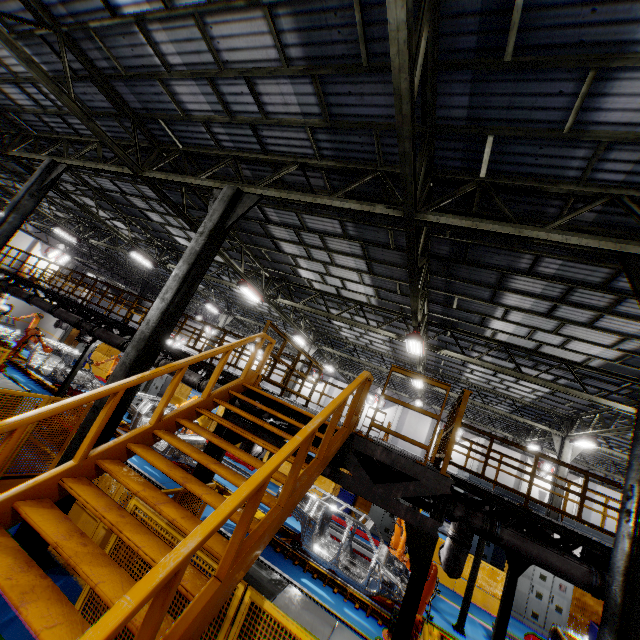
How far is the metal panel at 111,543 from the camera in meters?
4.1 m

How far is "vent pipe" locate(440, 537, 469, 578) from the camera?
6.95m

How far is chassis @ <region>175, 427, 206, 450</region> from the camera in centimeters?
1223cm

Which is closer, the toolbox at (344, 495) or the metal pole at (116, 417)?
the metal pole at (116, 417)

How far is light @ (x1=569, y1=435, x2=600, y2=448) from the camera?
13.8m

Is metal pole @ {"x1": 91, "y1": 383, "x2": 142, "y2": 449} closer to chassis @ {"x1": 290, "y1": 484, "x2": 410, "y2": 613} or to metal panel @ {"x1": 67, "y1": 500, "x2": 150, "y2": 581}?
metal panel @ {"x1": 67, "y1": 500, "x2": 150, "y2": 581}

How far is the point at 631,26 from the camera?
3.35m

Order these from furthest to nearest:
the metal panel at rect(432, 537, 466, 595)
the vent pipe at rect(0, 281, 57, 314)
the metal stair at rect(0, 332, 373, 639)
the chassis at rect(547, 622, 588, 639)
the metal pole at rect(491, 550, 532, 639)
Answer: the vent pipe at rect(0, 281, 57, 314)
the metal panel at rect(432, 537, 466, 595)
the chassis at rect(547, 622, 588, 639)
the metal pole at rect(491, 550, 532, 639)
the metal stair at rect(0, 332, 373, 639)
